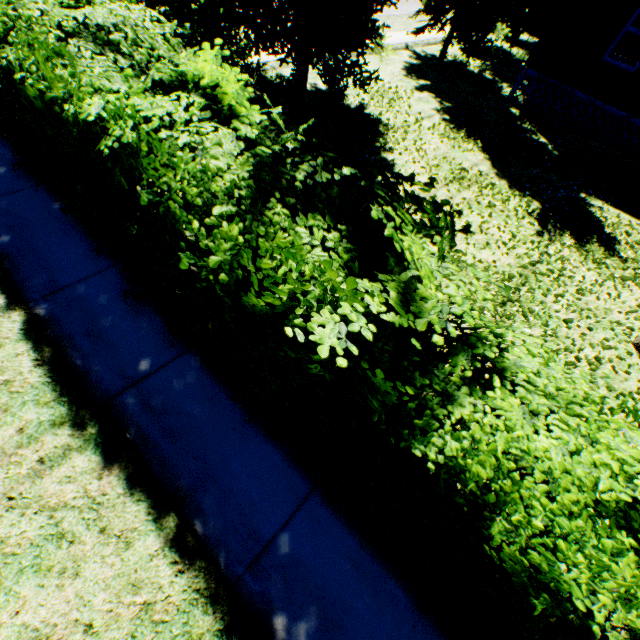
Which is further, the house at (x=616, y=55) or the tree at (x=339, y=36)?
the house at (x=616, y=55)

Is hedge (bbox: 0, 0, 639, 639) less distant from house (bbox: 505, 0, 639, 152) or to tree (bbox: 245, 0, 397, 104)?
tree (bbox: 245, 0, 397, 104)

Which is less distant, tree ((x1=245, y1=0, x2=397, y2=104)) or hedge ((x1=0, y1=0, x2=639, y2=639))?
hedge ((x1=0, y1=0, x2=639, y2=639))

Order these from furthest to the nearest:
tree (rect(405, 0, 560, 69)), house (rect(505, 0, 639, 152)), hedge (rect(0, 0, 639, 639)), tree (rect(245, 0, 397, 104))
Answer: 1. tree (rect(405, 0, 560, 69))
2. house (rect(505, 0, 639, 152))
3. tree (rect(245, 0, 397, 104))
4. hedge (rect(0, 0, 639, 639))

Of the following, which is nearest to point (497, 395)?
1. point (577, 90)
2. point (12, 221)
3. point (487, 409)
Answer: point (487, 409)

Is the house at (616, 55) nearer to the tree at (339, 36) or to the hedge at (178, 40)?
the tree at (339, 36)

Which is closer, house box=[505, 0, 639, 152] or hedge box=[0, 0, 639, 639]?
hedge box=[0, 0, 639, 639]
